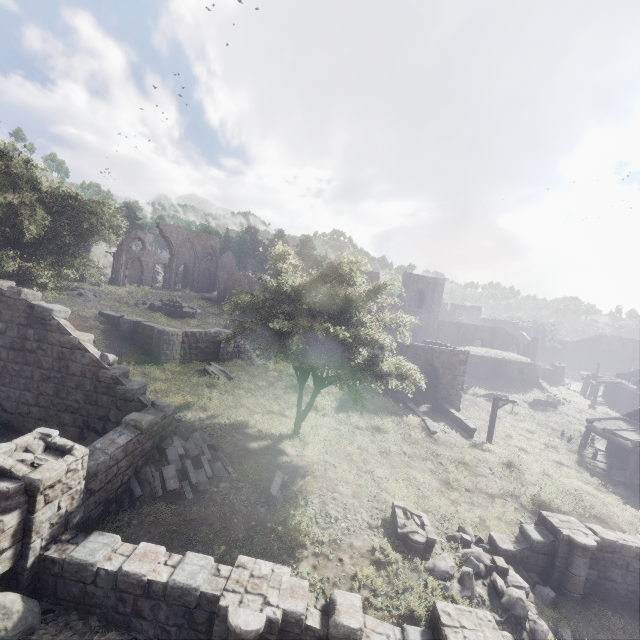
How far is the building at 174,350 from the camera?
21.8m

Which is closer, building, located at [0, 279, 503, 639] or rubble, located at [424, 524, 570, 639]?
building, located at [0, 279, 503, 639]

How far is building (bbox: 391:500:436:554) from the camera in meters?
10.9

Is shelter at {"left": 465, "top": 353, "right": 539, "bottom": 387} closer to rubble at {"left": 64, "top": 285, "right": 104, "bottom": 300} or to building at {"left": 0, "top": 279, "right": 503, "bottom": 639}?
building at {"left": 0, "top": 279, "right": 503, "bottom": 639}

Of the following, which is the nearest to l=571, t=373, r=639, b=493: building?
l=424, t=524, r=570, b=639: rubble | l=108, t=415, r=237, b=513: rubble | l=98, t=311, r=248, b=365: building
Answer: l=98, t=311, r=248, b=365: building

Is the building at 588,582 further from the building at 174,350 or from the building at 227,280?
the building at 174,350

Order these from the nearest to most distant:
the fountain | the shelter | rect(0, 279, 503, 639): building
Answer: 1. rect(0, 279, 503, 639): building
2. the fountain
3. the shelter

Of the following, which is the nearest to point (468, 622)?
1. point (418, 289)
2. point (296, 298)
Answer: point (296, 298)
